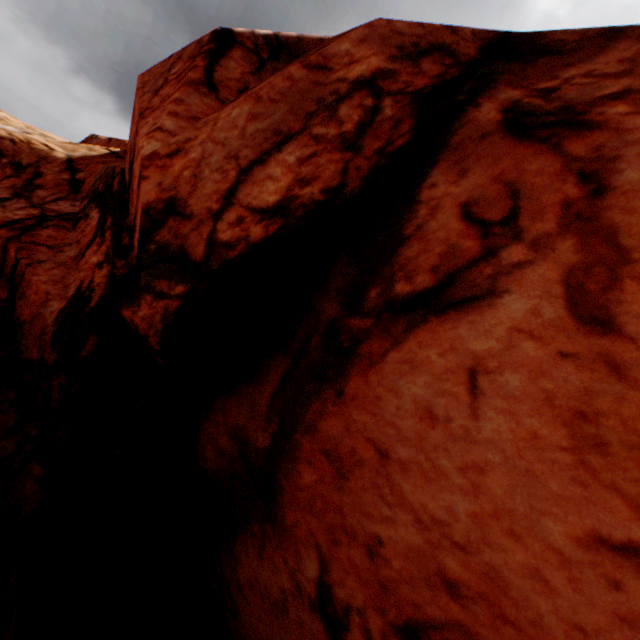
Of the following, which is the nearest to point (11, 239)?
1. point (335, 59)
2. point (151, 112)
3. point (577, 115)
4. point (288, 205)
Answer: point (151, 112)
